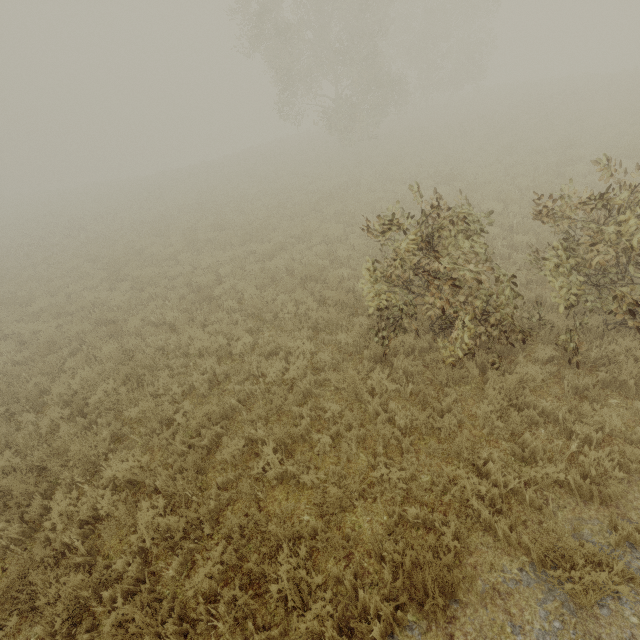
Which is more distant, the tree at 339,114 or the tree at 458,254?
the tree at 339,114

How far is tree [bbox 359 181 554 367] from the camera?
5.0m

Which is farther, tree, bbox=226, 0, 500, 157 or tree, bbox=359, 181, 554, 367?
tree, bbox=226, 0, 500, 157

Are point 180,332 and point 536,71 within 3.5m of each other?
no

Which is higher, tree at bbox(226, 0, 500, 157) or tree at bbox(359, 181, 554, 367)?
tree at bbox(226, 0, 500, 157)

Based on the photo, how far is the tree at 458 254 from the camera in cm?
500
